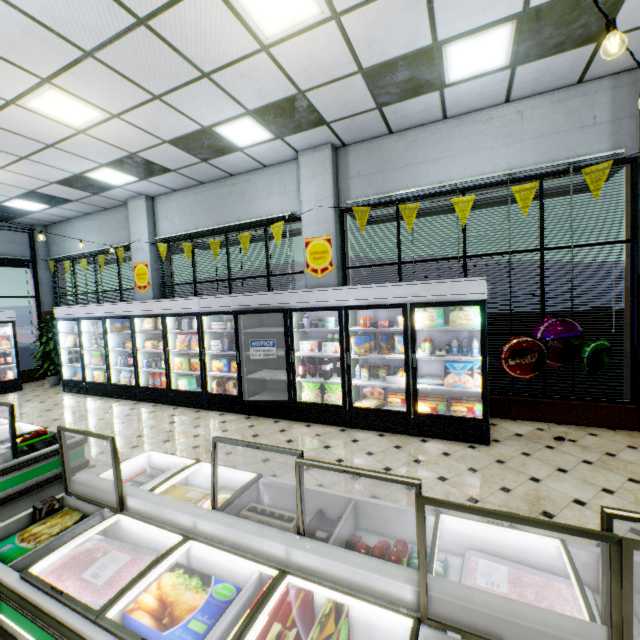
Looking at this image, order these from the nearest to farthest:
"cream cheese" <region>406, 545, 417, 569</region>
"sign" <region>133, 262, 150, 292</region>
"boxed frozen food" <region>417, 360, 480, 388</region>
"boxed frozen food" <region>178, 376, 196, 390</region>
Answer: "cream cheese" <region>406, 545, 417, 569</region>
"boxed frozen food" <region>417, 360, 480, 388</region>
"boxed frozen food" <region>178, 376, 196, 390</region>
"sign" <region>133, 262, 150, 292</region>

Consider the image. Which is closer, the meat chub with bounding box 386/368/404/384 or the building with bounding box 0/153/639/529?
the building with bounding box 0/153/639/529

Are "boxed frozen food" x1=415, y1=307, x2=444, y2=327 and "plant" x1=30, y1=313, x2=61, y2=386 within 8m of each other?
no

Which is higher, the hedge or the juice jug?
the hedge

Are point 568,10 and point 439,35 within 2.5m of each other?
yes

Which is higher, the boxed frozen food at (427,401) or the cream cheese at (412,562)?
the cream cheese at (412,562)

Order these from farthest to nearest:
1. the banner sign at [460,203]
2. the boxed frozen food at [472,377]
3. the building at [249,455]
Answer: the banner sign at [460,203], the boxed frozen food at [472,377], the building at [249,455]

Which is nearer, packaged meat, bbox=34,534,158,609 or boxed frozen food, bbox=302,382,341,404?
packaged meat, bbox=34,534,158,609
